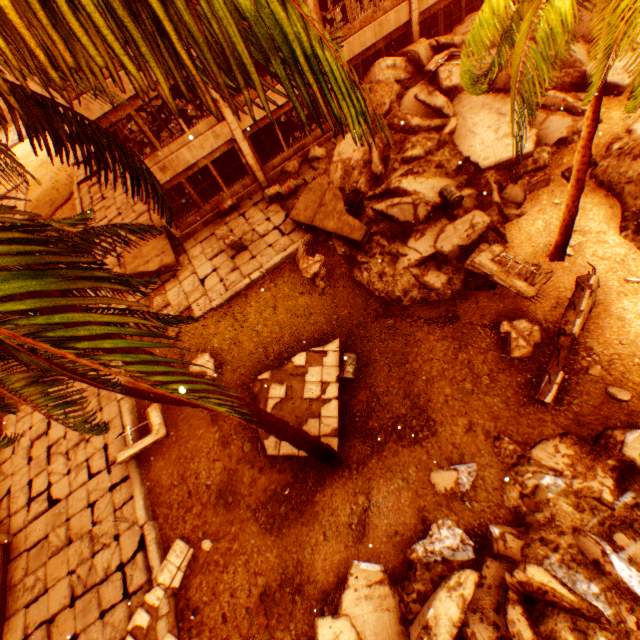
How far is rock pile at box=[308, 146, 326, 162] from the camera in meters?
16.0

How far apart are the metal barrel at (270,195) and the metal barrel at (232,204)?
1.3m

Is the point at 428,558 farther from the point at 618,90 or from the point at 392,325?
the point at 618,90

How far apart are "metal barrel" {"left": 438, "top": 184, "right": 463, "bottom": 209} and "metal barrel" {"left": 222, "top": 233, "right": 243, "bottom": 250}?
8.1 meters

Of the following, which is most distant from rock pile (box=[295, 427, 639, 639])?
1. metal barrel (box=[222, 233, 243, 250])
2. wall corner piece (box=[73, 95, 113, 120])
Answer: wall corner piece (box=[73, 95, 113, 120])

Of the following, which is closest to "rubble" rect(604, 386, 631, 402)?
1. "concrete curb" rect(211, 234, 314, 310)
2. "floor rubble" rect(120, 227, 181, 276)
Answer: "concrete curb" rect(211, 234, 314, 310)

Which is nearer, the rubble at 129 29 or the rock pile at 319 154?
the rubble at 129 29

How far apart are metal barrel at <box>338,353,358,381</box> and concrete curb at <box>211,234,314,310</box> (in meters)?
3.12
